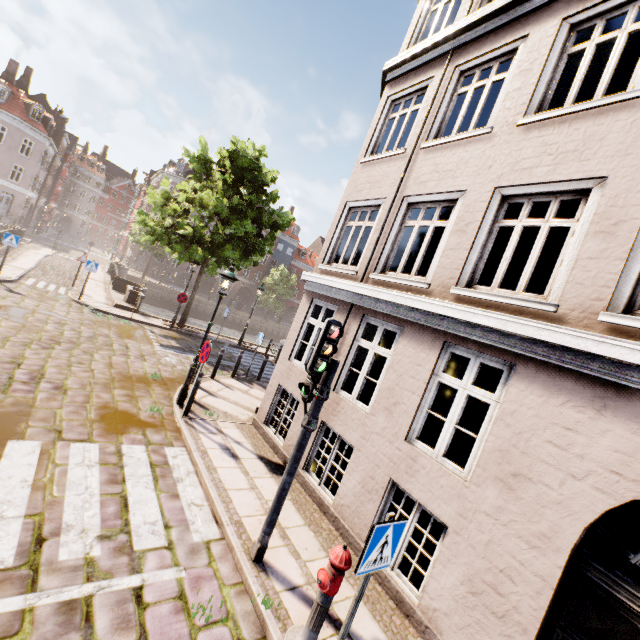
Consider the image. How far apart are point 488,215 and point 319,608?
5.9 meters

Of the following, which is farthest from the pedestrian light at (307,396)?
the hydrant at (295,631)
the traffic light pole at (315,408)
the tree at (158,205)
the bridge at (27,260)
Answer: the bridge at (27,260)

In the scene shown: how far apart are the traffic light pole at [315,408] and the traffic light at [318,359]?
0.05m

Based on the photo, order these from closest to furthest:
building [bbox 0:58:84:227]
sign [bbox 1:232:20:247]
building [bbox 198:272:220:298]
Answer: sign [bbox 1:232:20:247], building [bbox 0:58:84:227], building [bbox 198:272:220:298]

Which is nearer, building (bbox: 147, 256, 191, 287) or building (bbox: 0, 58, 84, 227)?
building (bbox: 0, 58, 84, 227)

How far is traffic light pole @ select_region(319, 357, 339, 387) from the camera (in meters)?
4.36

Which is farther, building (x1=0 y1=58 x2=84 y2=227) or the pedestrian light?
building (x1=0 y1=58 x2=84 y2=227)

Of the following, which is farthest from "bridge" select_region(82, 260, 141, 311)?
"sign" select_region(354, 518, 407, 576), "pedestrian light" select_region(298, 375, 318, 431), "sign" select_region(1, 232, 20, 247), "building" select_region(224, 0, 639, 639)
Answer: "sign" select_region(354, 518, 407, 576)
